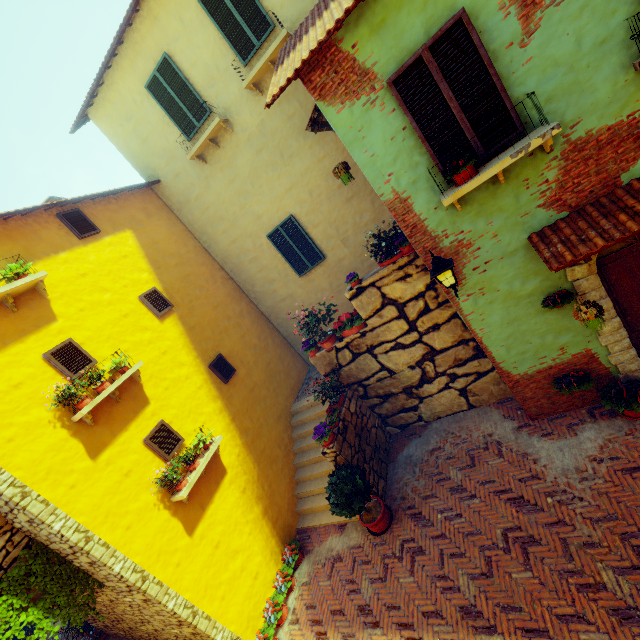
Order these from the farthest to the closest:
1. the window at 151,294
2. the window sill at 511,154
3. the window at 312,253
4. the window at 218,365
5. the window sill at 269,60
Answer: the window at 312,253
the window at 218,365
the window at 151,294
the window sill at 269,60
the window sill at 511,154

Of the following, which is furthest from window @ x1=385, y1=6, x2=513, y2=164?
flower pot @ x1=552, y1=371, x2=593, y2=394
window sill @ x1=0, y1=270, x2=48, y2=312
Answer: flower pot @ x1=552, y1=371, x2=593, y2=394

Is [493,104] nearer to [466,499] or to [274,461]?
[466,499]

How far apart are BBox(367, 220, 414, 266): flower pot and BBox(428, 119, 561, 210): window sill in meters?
1.2

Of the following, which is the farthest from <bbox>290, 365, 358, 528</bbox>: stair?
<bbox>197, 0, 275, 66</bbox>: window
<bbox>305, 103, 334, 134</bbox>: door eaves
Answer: <bbox>197, 0, 275, 66</bbox>: window

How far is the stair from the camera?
8.4m

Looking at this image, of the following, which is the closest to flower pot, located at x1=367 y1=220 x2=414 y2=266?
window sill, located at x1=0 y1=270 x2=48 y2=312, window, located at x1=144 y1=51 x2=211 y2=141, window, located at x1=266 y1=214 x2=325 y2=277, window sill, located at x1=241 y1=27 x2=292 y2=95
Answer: window, located at x1=266 y1=214 x2=325 y2=277

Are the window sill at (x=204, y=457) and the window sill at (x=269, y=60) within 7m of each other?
no
